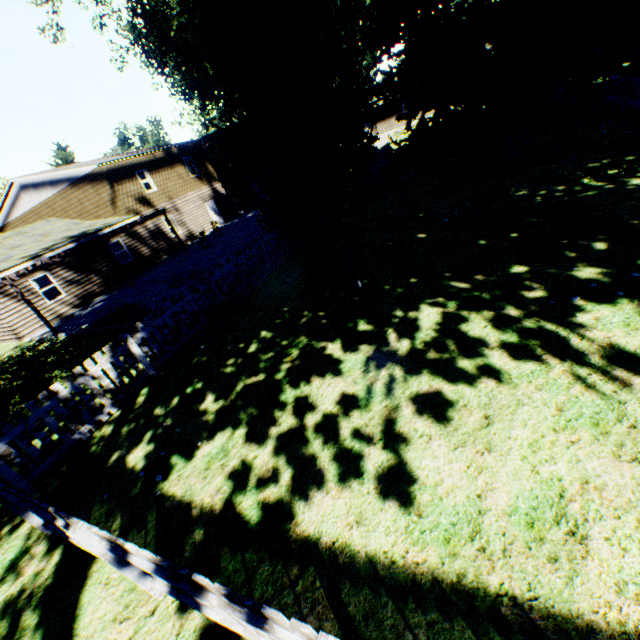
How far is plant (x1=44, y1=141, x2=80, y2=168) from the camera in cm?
3969

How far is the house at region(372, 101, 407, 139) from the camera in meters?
40.4 m

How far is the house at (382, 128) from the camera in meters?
40.4

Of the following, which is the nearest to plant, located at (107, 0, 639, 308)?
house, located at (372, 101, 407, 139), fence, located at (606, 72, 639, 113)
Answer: fence, located at (606, 72, 639, 113)

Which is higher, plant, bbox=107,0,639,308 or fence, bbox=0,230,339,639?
plant, bbox=107,0,639,308

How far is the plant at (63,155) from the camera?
39.7m

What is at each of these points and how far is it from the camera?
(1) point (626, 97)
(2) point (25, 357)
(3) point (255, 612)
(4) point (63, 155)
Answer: (1) fence, 13.3m
(2) plant, 13.8m
(3) fence, 1.9m
(4) plant, 39.7m
